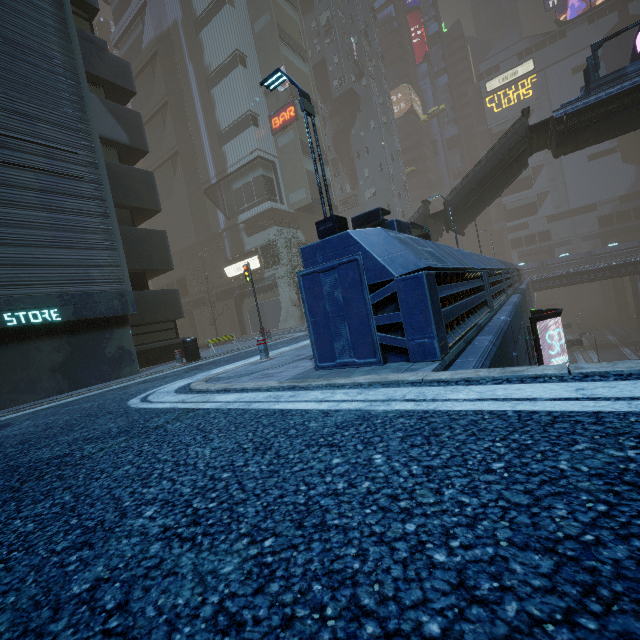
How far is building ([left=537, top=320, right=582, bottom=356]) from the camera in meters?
33.8 m

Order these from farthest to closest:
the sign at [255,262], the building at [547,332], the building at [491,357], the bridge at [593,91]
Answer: the building at [547,332], the sign at [255,262], the bridge at [593,91], the building at [491,357]

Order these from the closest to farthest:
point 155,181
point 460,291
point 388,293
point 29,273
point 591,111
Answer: point 388,293, point 460,291, point 29,273, point 155,181, point 591,111

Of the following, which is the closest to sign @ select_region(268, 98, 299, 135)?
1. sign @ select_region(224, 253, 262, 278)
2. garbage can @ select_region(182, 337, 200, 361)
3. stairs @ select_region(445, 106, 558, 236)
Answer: sign @ select_region(224, 253, 262, 278)

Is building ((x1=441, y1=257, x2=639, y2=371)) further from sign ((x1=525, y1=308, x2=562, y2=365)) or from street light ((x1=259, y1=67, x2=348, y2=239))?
street light ((x1=259, y1=67, x2=348, y2=239))

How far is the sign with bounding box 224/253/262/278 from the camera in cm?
3256

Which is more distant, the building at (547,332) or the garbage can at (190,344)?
the building at (547,332)

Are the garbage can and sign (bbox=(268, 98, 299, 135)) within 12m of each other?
no
